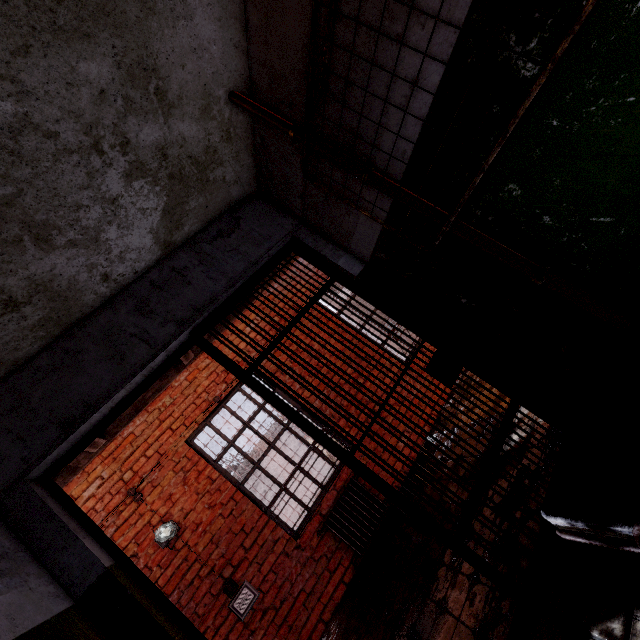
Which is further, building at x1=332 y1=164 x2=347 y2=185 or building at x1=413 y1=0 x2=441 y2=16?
building at x1=332 y1=164 x2=347 y2=185

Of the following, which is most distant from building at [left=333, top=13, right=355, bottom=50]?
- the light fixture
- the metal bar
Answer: the light fixture

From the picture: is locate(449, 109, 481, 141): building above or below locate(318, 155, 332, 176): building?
below

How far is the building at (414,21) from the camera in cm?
121

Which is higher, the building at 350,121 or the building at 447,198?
the building at 350,121

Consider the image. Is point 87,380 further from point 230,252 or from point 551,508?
point 551,508

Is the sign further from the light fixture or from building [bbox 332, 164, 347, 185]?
building [bbox 332, 164, 347, 185]
